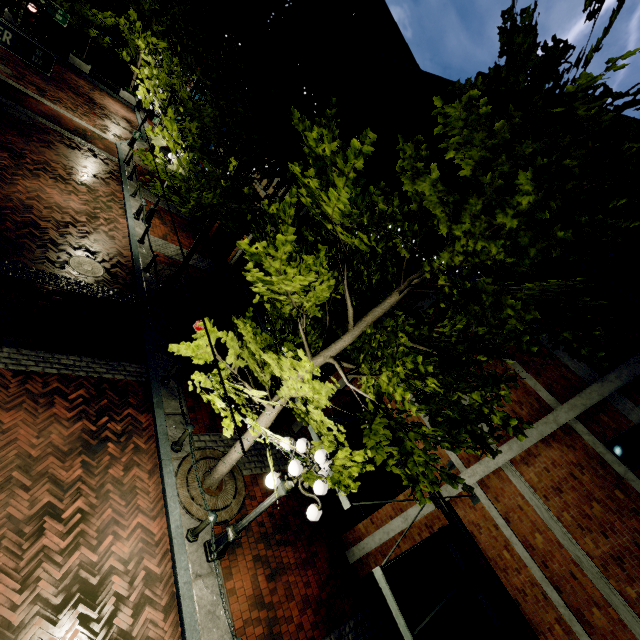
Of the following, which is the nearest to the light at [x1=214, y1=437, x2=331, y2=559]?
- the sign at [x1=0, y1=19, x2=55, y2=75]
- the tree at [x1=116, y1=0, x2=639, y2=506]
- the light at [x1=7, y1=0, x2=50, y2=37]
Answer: the tree at [x1=116, y1=0, x2=639, y2=506]

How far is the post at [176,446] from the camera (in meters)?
7.46

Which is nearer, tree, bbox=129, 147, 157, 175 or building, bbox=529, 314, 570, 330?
building, bbox=529, 314, 570, 330

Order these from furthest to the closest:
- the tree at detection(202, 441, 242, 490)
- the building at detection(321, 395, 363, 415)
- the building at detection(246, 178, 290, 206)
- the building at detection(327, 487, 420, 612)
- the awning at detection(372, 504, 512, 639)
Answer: the building at detection(246, 178, 290, 206) < the building at detection(321, 395, 363, 415) < the building at detection(327, 487, 420, 612) < the tree at detection(202, 441, 242, 490) < the awning at detection(372, 504, 512, 639)

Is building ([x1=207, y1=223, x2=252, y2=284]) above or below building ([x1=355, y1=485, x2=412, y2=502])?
below

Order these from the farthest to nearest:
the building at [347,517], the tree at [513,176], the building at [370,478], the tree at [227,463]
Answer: the building at [370,478] → the building at [347,517] → the tree at [227,463] → the tree at [513,176]

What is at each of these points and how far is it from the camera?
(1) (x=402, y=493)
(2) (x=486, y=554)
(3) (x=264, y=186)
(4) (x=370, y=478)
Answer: (1) building, 8.42m
(2) building, 6.96m
(3) building, 14.76m
(4) building, 9.23m

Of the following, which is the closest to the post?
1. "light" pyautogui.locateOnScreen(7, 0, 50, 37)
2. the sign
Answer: the sign
